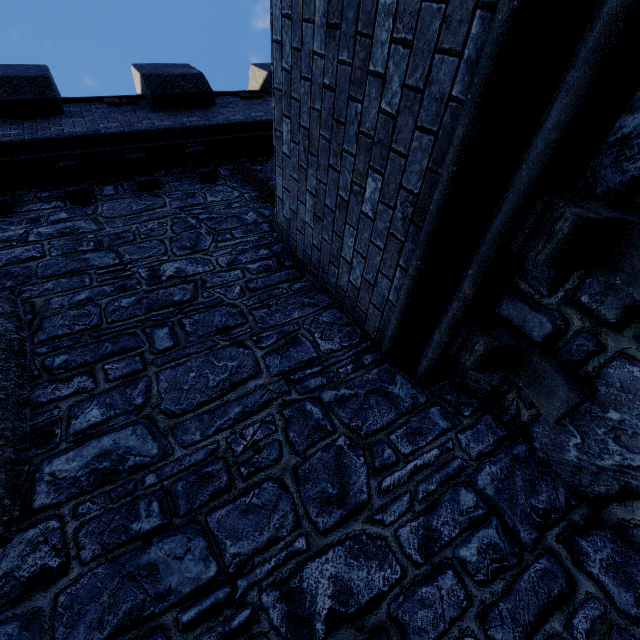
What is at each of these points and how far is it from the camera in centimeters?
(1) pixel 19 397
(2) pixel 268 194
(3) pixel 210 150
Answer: (1) window slit, 261cm
(2) double door, 527cm
(3) building tower, 619cm

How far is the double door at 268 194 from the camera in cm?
523

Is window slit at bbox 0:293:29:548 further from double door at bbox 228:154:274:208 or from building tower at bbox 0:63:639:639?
double door at bbox 228:154:274:208

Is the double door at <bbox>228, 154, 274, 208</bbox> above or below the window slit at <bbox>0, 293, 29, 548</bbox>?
above

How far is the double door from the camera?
5.2m

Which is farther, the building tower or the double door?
the double door

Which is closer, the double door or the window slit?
the window slit

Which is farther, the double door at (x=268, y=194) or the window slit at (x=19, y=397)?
the double door at (x=268, y=194)
